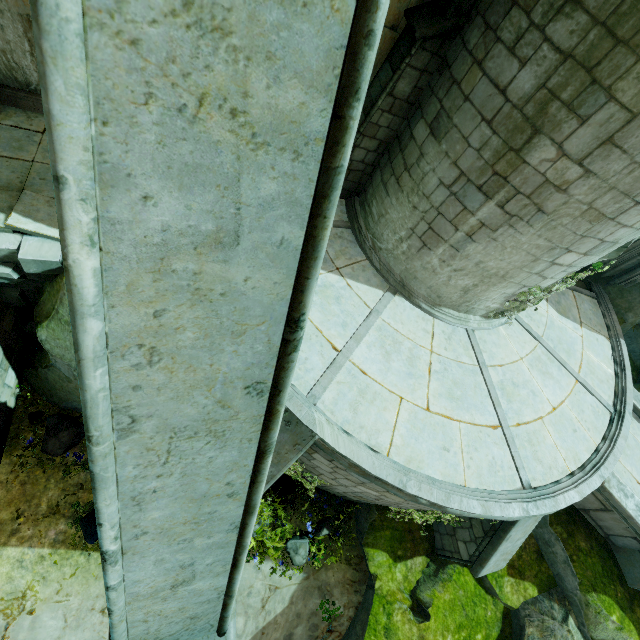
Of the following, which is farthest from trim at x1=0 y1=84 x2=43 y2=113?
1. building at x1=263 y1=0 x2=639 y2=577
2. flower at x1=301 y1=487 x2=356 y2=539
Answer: flower at x1=301 y1=487 x2=356 y2=539

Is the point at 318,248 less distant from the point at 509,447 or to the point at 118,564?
the point at 118,564

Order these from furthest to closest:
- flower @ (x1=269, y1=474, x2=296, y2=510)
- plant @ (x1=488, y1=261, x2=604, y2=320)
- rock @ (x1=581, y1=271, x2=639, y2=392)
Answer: rock @ (x1=581, y1=271, x2=639, y2=392)
flower @ (x1=269, y1=474, x2=296, y2=510)
plant @ (x1=488, y1=261, x2=604, y2=320)

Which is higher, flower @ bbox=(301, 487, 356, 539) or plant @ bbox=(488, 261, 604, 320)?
plant @ bbox=(488, 261, 604, 320)

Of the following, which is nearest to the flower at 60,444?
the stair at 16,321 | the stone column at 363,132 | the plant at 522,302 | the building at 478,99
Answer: the stair at 16,321

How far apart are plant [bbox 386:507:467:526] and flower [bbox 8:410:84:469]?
7.1 meters

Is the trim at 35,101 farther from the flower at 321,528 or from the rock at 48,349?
the flower at 321,528

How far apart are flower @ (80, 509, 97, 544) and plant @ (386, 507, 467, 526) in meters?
6.1
